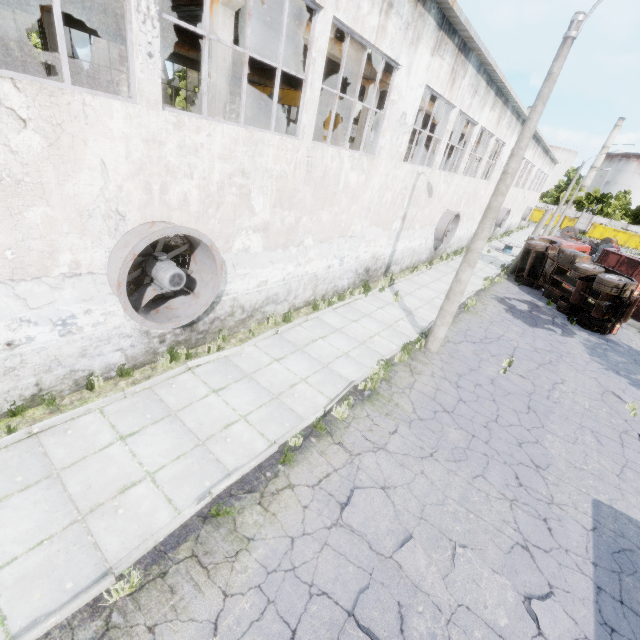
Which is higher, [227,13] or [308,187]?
[227,13]

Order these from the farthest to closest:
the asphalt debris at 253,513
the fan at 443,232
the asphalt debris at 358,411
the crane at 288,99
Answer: the fan at 443,232 < the crane at 288,99 < the asphalt debris at 358,411 < the asphalt debris at 253,513

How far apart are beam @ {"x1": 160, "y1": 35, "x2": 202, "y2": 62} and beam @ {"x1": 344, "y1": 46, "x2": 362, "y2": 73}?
11.85m

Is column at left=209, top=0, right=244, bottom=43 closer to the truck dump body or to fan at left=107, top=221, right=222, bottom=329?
fan at left=107, top=221, right=222, bottom=329

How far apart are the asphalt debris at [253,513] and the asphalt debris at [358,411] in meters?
1.9

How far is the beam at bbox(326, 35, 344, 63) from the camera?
11.1m

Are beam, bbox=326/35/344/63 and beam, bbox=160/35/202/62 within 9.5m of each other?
no

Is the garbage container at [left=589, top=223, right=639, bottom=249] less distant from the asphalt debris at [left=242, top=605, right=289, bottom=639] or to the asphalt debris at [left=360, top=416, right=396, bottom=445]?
the asphalt debris at [left=360, top=416, right=396, bottom=445]
